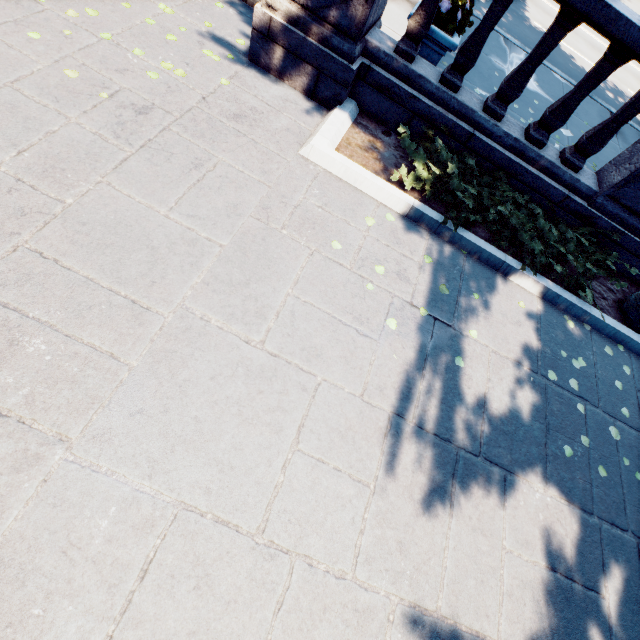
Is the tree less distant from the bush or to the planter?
the bush

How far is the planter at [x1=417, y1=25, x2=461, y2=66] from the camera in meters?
4.6

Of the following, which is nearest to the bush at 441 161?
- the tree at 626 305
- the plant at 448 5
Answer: the tree at 626 305

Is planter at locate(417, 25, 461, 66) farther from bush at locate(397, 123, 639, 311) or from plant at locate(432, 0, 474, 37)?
bush at locate(397, 123, 639, 311)

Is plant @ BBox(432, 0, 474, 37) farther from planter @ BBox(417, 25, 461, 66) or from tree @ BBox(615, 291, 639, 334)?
tree @ BBox(615, 291, 639, 334)

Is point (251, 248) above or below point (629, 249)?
below

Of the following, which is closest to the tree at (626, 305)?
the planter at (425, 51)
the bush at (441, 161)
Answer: the bush at (441, 161)
